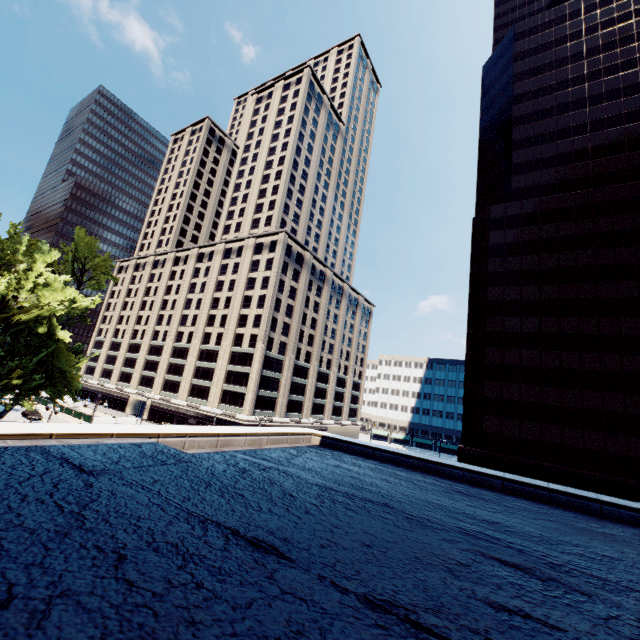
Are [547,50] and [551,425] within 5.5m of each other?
no
